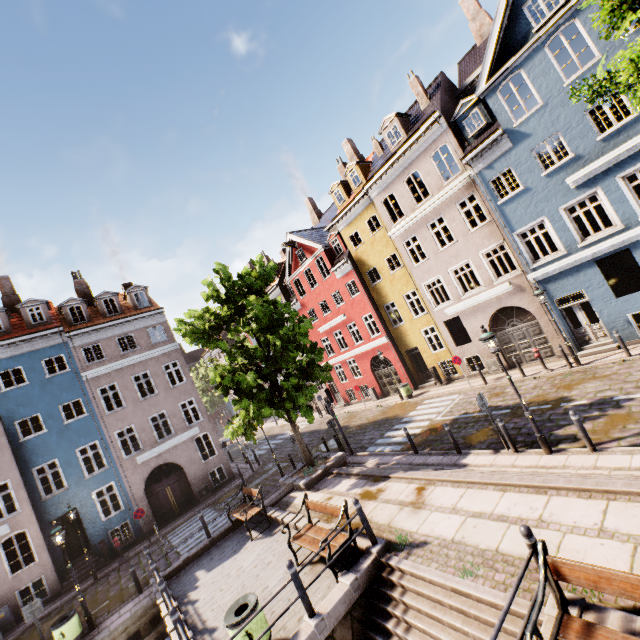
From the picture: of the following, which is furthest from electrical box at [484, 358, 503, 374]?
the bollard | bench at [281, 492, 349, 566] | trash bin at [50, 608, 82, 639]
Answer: trash bin at [50, 608, 82, 639]

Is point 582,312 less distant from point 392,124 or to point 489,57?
point 489,57

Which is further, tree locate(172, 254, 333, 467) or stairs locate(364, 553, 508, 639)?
tree locate(172, 254, 333, 467)

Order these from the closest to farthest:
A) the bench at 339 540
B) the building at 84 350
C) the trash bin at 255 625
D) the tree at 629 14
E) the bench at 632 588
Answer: the bench at 632 588 → the tree at 629 14 → the trash bin at 255 625 → the bench at 339 540 → the building at 84 350

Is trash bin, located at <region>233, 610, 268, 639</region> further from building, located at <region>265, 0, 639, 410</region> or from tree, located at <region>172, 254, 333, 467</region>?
building, located at <region>265, 0, 639, 410</region>

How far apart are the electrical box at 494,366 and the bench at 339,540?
13.49m

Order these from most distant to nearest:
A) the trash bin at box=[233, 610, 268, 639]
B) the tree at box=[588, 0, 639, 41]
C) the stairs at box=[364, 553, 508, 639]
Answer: the trash bin at box=[233, 610, 268, 639] < the stairs at box=[364, 553, 508, 639] < the tree at box=[588, 0, 639, 41]

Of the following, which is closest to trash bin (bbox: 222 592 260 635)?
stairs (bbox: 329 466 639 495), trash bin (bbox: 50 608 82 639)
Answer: stairs (bbox: 329 466 639 495)
